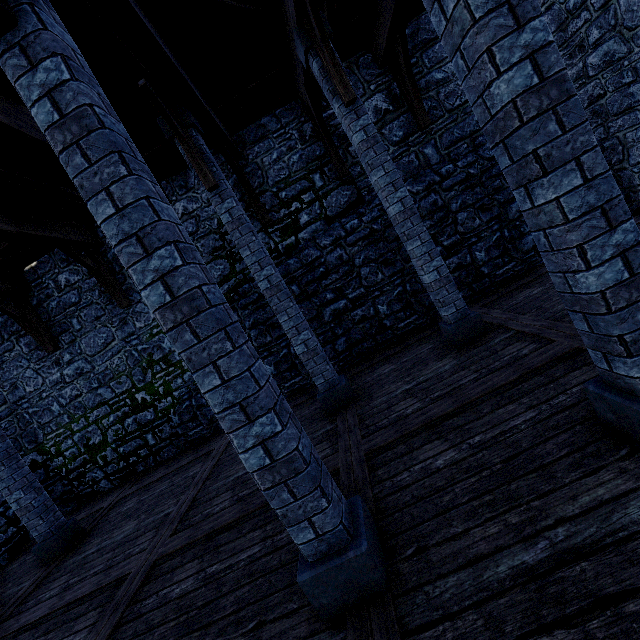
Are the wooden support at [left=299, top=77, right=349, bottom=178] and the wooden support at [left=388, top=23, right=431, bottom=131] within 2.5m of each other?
yes

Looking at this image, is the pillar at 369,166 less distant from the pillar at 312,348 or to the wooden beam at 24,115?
the pillar at 312,348

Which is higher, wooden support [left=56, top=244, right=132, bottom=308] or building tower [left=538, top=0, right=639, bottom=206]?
wooden support [left=56, top=244, right=132, bottom=308]

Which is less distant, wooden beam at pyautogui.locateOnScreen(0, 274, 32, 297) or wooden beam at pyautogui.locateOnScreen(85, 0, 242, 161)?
wooden beam at pyautogui.locateOnScreen(85, 0, 242, 161)

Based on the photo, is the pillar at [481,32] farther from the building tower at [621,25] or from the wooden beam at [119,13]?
the building tower at [621,25]

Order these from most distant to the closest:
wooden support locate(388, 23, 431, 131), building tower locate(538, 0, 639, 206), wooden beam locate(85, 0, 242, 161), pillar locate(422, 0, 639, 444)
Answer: wooden support locate(388, 23, 431, 131), building tower locate(538, 0, 639, 206), wooden beam locate(85, 0, 242, 161), pillar locate(422, 0, 639, 444)

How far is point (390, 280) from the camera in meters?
7.1

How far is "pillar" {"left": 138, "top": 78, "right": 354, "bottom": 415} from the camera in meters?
4.8
